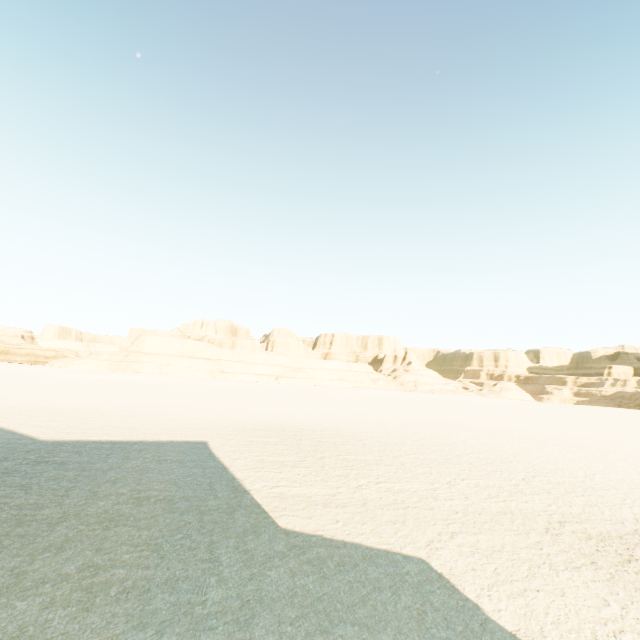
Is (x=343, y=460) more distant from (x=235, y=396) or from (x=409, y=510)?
(x=235, y=396)
